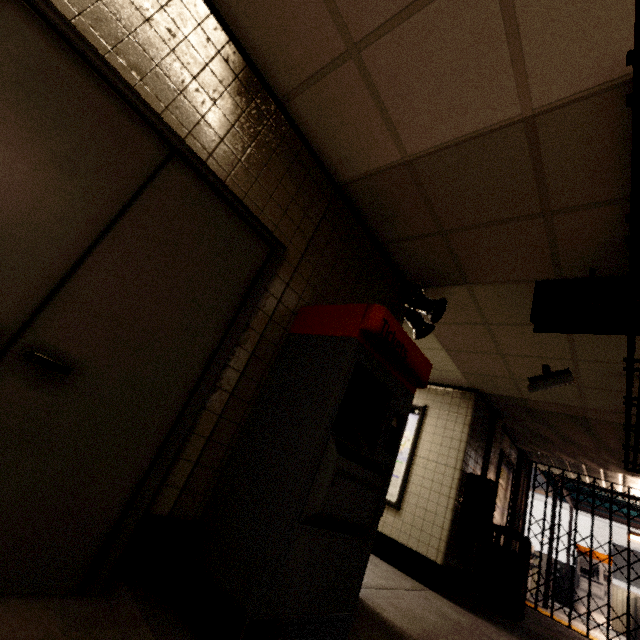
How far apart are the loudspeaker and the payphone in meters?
2.8 m

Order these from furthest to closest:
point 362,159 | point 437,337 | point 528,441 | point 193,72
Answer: point 528,441, point 437,337, point 362,159, point 193,72

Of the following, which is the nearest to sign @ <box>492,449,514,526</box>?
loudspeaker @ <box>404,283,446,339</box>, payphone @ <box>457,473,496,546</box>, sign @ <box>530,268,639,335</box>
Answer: payphone @ <box>457,473,496,546</box>

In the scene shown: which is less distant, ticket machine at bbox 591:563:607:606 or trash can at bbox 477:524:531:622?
trash can at bbox 477:524:531:622

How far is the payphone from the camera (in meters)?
4.70

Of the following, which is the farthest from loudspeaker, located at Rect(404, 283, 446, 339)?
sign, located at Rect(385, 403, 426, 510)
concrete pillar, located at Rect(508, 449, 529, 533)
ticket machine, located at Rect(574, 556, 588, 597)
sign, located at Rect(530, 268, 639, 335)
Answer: ticket machine, located at Rect(574, 556, 588, 597)

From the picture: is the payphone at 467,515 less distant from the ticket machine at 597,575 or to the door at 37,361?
the door at 37,361

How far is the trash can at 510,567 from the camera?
4.9 meters
